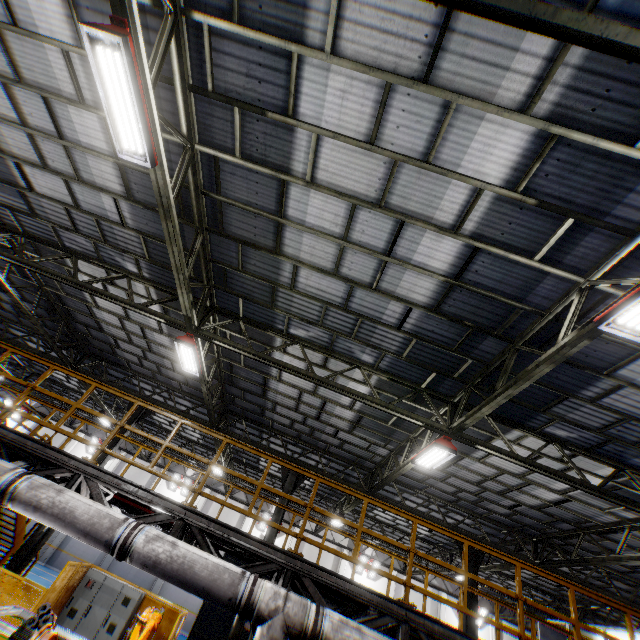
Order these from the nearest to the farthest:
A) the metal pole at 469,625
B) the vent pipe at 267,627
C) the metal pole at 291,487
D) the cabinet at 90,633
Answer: the vent pipe at 267,627 → the cabinet at 90,633 → the metal pole at 469,625 → the metal pole at 291,487

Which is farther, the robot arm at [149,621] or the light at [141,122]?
the robot arm at [149,621]

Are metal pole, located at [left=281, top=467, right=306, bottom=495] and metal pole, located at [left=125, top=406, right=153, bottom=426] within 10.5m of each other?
yes

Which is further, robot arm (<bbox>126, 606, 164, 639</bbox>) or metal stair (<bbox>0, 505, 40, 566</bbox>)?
metal stair (<bbox>0, 505, 40, 566</bbox>)

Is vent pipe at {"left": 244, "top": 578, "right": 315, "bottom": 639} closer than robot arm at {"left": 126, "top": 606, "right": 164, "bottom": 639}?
Yes

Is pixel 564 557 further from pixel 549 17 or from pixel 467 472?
pixel 549 17

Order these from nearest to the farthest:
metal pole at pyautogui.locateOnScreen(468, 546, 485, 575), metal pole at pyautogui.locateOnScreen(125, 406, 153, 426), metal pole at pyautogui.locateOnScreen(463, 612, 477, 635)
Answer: metal pole at pyautogui.locateOnScreen(463, 612, 477, 635), metal pole at pyautogui.locateOnScreen(468, 546, 485, 575), metal pole at pyautogui.locateOnScreen(125, 406, 153, 426)

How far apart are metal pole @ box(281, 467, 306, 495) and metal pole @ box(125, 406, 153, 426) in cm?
617
